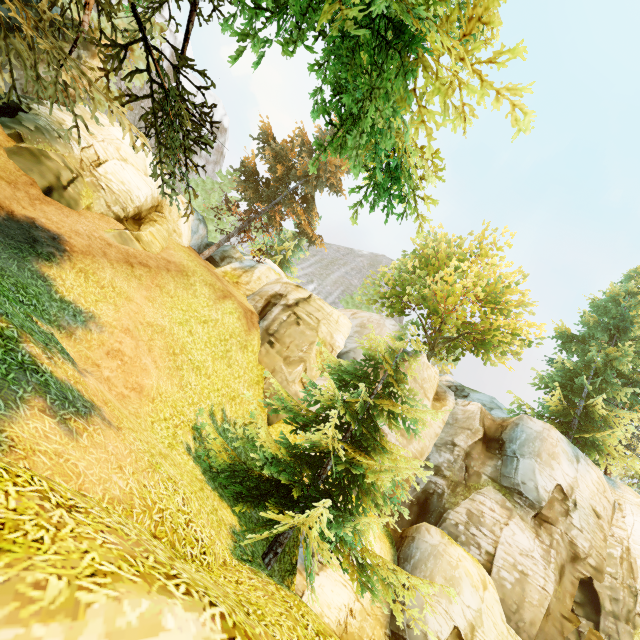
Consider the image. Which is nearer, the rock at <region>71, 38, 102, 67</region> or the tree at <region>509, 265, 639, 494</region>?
the rock at <region>71, 38, 102, 67</region>

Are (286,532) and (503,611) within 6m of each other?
no

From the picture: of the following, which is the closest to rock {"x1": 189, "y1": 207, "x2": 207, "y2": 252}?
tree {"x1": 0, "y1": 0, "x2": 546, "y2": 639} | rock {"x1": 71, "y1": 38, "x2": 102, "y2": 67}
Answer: tree {"x1": 0, "y1": 0, "x2": 546, "y2": 639}

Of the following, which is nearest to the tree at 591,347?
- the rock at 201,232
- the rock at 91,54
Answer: the rock at 201,232

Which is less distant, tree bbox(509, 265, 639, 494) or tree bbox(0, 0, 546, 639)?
tree bbox(0, 0, 546, 639)

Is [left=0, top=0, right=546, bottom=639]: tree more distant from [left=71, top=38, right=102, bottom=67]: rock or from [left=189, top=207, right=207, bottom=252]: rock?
[left=71, top=38, right=102, bottom=67]: rock

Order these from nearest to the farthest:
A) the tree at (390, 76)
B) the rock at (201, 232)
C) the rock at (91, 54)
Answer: the tree at (390, 76) < the rock at (91, 54) < the rock at (201, 232)

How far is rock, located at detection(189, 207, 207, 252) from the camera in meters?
22.7 m
